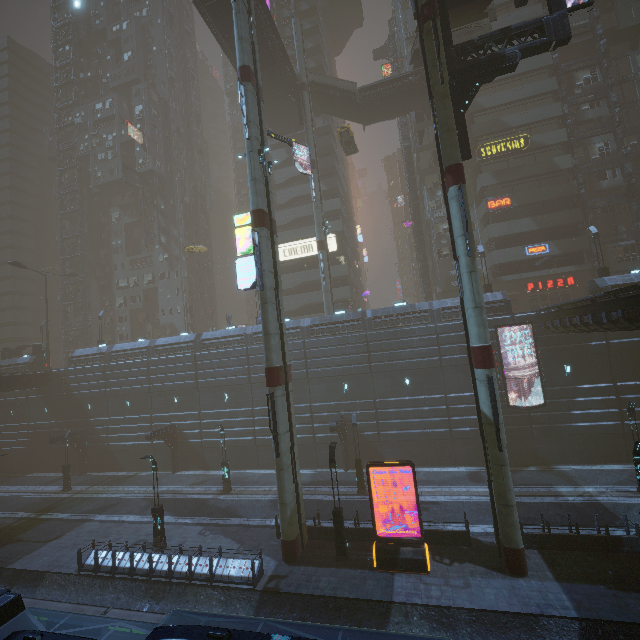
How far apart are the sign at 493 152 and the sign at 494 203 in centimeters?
434cm

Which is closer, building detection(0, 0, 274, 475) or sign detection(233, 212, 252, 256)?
sign detection(233, 212, 252, 256)

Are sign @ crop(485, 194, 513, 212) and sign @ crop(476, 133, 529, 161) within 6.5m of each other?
yes

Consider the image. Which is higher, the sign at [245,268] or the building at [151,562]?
the sign at [245,268]

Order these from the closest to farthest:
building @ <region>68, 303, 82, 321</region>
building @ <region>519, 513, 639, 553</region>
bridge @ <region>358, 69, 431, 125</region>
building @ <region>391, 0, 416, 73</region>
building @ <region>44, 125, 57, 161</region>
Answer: building @ <region>519, 513, 639, 553</region>
bridge @ <region>358, 69, 431, 125</region>
building @ <region>391, 0, 416, 73</region>
building @ <region>68, 303, 82, 321</region>
building @ <region>44, 125, 57, 161</region>

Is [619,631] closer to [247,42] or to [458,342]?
[458,342]

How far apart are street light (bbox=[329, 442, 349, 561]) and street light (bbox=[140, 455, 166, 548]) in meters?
10.6

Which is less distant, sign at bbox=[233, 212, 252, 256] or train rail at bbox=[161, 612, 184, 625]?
train rail at bbox=[161, 612, 184, 625]
